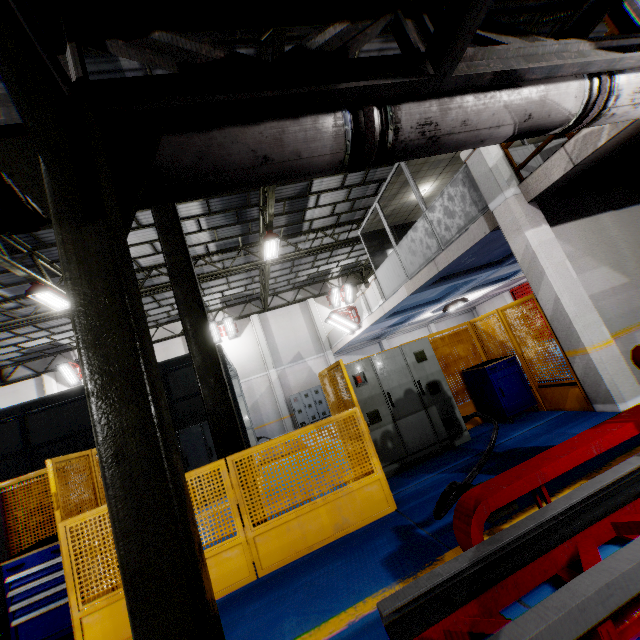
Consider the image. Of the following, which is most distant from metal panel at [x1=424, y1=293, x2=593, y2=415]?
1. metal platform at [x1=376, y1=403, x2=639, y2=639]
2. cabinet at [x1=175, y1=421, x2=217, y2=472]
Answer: cabinet at [x1=175, y1=421, x2=217, y2=472]

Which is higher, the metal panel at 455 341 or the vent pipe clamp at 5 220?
the vent pipe clamp at 5 220

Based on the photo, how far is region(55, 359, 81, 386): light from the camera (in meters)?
17.75

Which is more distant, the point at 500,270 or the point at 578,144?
the point at 500,270

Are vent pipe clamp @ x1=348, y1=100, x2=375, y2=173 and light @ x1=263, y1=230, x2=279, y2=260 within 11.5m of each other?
yes

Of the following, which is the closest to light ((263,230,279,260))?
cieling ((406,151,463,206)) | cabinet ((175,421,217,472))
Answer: cieling ((406,151,463,206))

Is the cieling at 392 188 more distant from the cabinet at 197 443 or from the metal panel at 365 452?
the cabinet at 197 443

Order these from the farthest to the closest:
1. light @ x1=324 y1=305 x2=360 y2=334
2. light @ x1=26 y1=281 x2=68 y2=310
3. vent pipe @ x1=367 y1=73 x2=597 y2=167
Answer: light @ x1=324 y1=305 x2=360 y2=334 < light @ x1=26 y1=281 x2=68 y2=310 < vent pipe @ x1=367 y1=73 x2=597 y2=167
